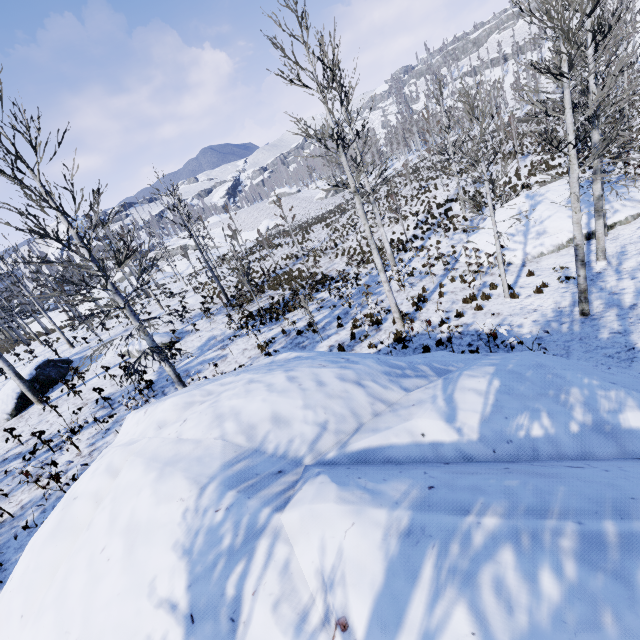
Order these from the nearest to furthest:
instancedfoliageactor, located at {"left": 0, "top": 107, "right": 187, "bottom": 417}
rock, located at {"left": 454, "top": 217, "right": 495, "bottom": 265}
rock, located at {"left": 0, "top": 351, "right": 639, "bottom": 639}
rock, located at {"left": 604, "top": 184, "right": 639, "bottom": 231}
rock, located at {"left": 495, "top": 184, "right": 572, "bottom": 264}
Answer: rock, located at {"left": 0, "top": 351, "right": 639, "bottom": 639} < instancedfoliageactor, located at {"left": 0, "top": 107, "right": 187, "bottom": 417} < rock, located at {"left": 604, "top": 184, "right": 639, "bottom": 231} < rock, located at {"left": 495, "top": 184, "right": 572, "bottom": 264} < rock, located at {"left": 454, "top": 217, "right": 495, "bottom": 265}

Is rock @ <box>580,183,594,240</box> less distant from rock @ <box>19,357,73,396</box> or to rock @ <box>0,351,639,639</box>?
rock @ <box>0,351,639,639</box>

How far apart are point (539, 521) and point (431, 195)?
30.23m

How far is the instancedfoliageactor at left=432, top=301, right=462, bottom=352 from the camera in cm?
889

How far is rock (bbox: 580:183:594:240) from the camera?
13.5 meters

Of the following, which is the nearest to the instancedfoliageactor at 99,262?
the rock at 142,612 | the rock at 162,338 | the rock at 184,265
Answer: the rock at 142,612

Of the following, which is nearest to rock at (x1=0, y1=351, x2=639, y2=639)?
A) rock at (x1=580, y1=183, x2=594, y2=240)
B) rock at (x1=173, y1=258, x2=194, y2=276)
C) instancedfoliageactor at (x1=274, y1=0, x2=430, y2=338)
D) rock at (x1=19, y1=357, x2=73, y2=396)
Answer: instancedfoliageactor at (x1=274, y1=0, x2=430, y2=338)

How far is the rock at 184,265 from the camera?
46.8 meters
